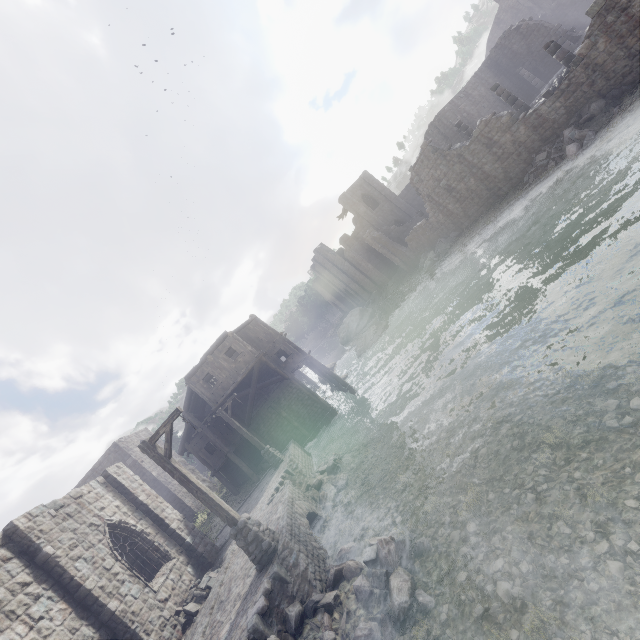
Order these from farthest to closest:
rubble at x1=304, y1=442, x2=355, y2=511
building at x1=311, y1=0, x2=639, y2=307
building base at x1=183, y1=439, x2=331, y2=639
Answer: building at x1=311, y1=0, x2=639, y2=307, rubble at x1=304, y1=442, x2=355, y2=511, building base at x1=183, y1=439, x2=331, y2=639

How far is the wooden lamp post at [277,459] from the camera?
18.5 meters

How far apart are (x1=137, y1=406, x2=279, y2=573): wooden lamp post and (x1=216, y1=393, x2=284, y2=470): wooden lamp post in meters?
8.9 m

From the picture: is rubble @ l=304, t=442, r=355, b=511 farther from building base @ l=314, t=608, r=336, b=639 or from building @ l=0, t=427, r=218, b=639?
building @ l=0, t=427, r=218, b=639

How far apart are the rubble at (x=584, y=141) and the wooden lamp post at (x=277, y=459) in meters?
22.1 m

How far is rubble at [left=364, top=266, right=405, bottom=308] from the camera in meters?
42.4

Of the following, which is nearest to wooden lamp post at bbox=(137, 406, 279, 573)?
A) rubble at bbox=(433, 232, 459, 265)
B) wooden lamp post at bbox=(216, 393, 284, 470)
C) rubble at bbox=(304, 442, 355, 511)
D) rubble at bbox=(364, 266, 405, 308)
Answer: rubble at bbox=(304, 442, 355, 511)

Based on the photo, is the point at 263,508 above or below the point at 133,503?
below
